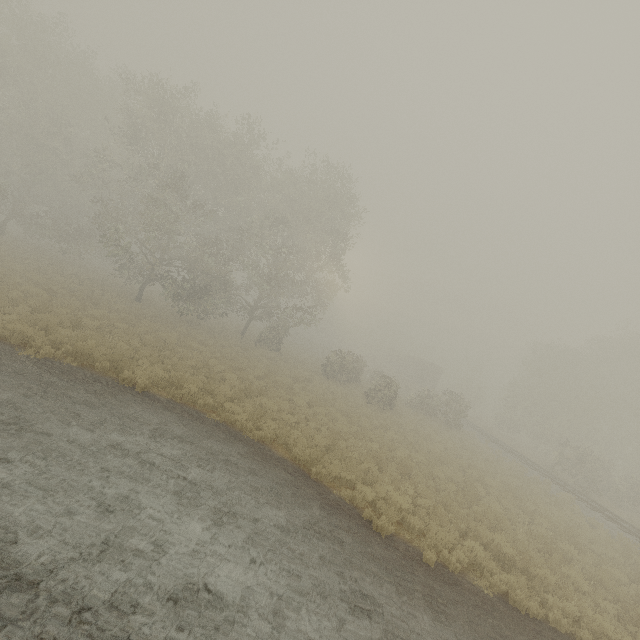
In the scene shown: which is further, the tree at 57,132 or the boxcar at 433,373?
the boxcar at 433,373

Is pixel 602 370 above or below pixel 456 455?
above

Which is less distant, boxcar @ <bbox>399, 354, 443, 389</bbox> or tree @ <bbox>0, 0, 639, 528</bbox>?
tree @ <bbox>0, 0, 639, 528</bbox>

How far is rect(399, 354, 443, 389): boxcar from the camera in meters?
50.7

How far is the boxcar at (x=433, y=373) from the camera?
50.7m
